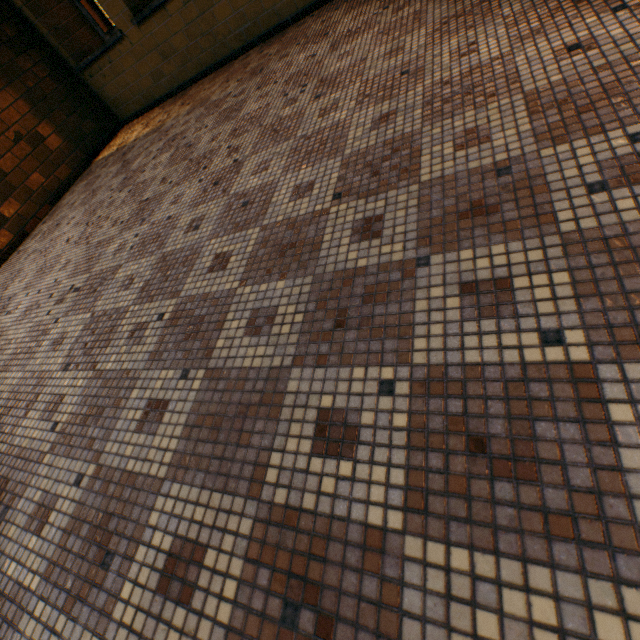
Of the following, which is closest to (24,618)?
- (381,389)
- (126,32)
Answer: (381,389)
